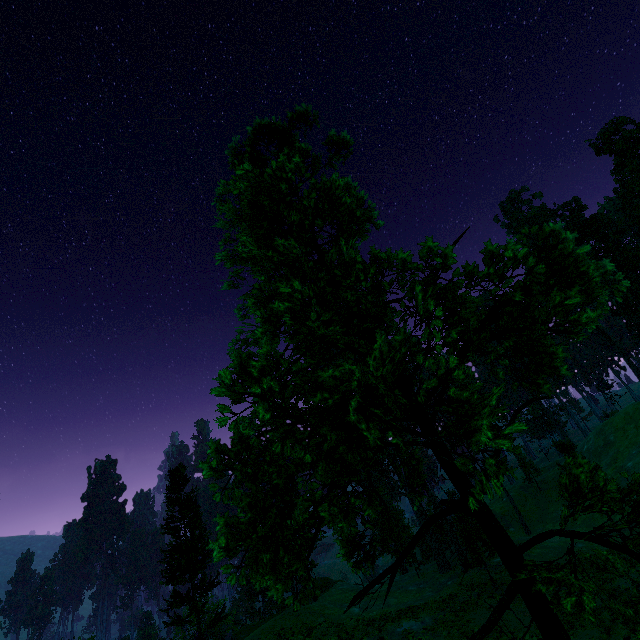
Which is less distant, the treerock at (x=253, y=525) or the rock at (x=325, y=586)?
the treerock at (x=253, y=525)

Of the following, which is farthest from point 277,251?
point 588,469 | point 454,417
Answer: point 454,417

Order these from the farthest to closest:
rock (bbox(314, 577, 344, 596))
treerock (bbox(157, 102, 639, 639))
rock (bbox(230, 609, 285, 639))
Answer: rock (bbox(314, 577, 344, 596)) < rock (bbox(230, 609, 285, 639)) < treerock (bbox(157, 102, 639, 639))

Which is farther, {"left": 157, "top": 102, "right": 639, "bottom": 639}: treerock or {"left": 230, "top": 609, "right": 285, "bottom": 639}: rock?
{"left": 230, "top": 609, "right": 285, "bottom": 639}: rock

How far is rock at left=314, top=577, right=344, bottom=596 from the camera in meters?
42.2

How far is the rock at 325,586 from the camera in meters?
42.2 m

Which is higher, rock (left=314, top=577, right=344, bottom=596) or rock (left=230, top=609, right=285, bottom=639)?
rock (left=230, top=609, right=285, bottom=639)
